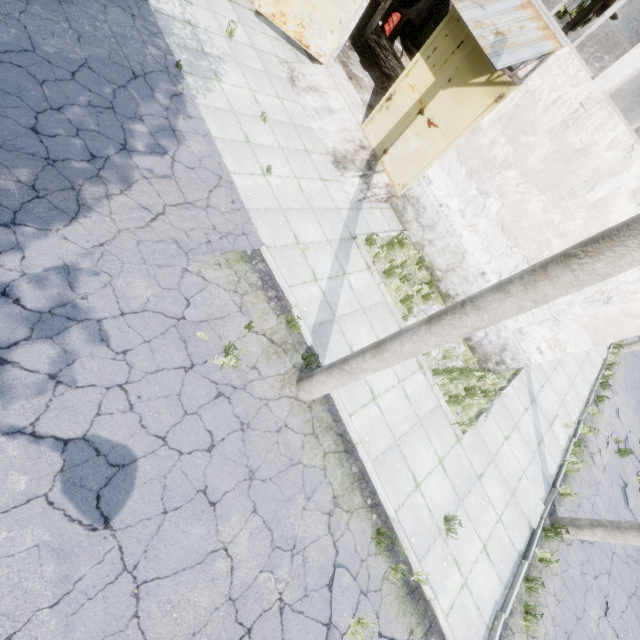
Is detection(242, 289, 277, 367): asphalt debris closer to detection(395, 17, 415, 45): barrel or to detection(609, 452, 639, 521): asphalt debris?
detection(609, 452, 639, 521): asphalt debris

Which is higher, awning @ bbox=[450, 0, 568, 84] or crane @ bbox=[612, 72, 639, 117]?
crane @ bbox=[612, 72, 639, 117]

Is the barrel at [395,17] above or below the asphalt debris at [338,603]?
above

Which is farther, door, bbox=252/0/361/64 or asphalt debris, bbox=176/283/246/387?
door, bbox=252/0/361/64

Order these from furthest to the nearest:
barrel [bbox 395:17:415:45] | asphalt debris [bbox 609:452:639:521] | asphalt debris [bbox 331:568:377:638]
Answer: barrel [bbox 395:17:415:45]
asphalt debris [bbox 609:452:639:521]
asphalt debris [bbox 331:568:377:638]

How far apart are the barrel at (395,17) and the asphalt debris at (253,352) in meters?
18.9

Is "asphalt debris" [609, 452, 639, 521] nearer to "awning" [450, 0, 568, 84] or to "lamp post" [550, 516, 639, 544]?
"lamp post" [550, 516, 639, 544]

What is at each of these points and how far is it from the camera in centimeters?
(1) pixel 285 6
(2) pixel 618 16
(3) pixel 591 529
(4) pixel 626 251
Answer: (1) door, 1012cm
(2) beam, 2200cm
(3) lamp post, 814cm
(4) lamp post, 244cm
